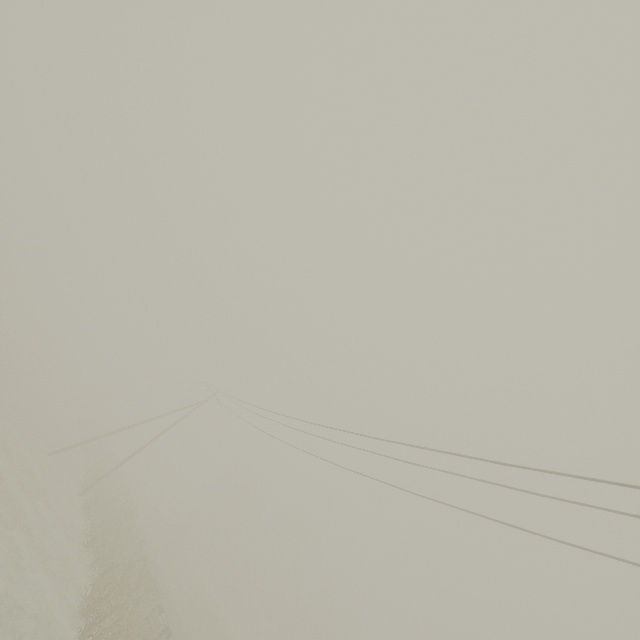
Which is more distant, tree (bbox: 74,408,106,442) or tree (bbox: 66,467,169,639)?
tree (bbox: 74,408,106,442)

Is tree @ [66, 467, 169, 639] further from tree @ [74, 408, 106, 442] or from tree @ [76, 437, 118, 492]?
tree @ [74, 408, 106, 442]

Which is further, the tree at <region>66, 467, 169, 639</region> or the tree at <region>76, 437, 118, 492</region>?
the tree at <region>76, 437, 118, 492</region>

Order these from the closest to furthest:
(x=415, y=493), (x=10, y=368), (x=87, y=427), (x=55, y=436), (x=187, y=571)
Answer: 1. (x=415, y=493)
2. (x=55, y=436)
3. (x=10, y=368)
4. (x=187, y=571)
5. (x=87, y=427)

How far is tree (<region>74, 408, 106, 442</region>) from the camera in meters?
40.9 m

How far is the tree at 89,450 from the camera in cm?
2691

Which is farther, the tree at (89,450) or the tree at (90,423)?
the tree at (90,423)

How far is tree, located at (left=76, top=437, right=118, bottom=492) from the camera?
26.9m
